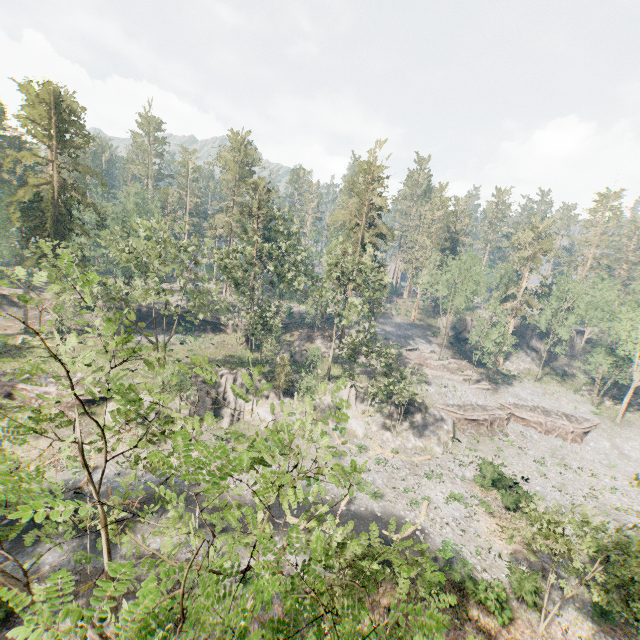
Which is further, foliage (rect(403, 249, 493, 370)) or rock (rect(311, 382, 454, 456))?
foliage (rect(403, 249, 493, 370))

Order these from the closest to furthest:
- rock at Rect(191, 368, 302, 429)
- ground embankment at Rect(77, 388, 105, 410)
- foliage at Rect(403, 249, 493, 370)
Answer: ground embankment at Rect(77, 388, 105, 410) < rock at Rect(191, 368, 302, 429) < foliage at Rect(403, 249, 493, 370)

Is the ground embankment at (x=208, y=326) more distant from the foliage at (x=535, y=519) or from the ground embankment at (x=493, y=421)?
the ground embankment at (x=493, y=421)

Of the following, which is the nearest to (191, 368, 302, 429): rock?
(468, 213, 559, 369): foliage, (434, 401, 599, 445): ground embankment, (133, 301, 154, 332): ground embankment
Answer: (434, 401, 599, 445): ground embankment

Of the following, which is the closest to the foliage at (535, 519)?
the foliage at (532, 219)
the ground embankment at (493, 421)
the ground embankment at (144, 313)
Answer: the ground embankment at (144, 313)

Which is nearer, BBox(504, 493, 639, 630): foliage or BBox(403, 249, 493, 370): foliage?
BBox(504, 493, 639, 630): foliage

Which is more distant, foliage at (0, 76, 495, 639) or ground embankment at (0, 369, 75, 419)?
ground embankment at (0, 369, 75, 419)

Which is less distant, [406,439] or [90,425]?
[90,425]
